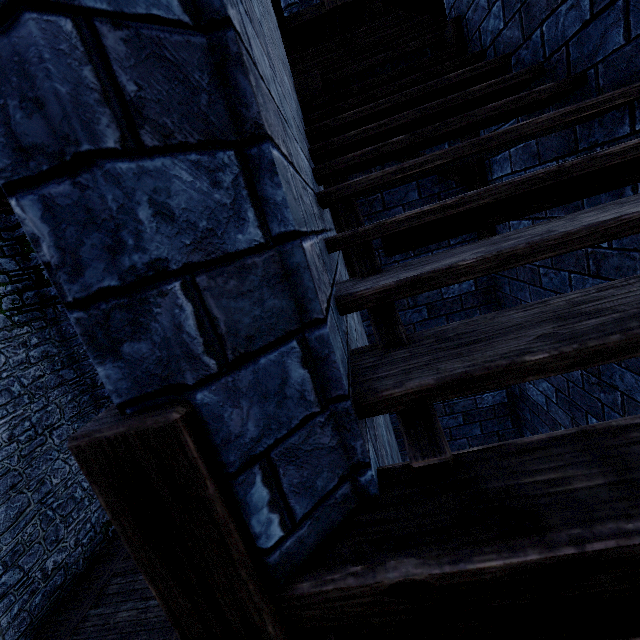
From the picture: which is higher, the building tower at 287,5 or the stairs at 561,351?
the building tower at 287,5

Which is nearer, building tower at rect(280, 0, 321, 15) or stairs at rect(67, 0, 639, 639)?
stairs at rect(67, 0, 639, 639)

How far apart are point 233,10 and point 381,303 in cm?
78

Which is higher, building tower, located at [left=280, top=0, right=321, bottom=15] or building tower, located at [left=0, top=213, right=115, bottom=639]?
building tower, located at [left=280, top=0, right=321, bottom=15]

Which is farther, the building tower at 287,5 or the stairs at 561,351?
the building tower at 287,5

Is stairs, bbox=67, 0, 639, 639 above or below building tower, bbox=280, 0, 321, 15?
below
